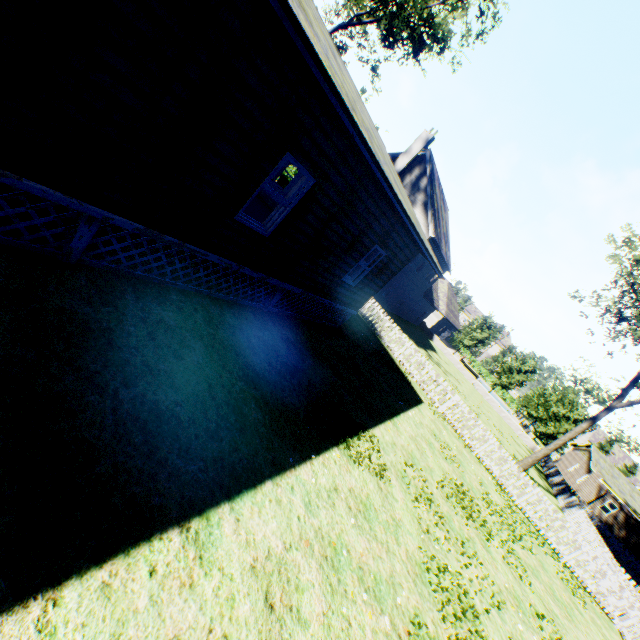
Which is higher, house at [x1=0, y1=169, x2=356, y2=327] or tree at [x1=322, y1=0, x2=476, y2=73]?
tree at [x1=322, y1=0, x2=476, y2=73]

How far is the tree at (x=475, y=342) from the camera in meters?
42.3 m

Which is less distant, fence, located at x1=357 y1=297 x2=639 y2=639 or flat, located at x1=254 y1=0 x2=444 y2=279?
flat, located at x1=254 y1=0 x2=444 y2=279

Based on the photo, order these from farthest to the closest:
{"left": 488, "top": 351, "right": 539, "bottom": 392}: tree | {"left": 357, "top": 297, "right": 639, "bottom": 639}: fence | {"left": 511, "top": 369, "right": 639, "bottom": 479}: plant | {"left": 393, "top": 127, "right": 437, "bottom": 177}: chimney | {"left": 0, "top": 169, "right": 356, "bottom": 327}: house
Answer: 1. {"left": 488, "top": 351, "right": 539, "bottom": 392}: tree
2. {"left": 393, "top": 127, "right": 437, "bottom": 177}: chimney
3. {"left": 511, "top": 369, "right": 639, "bottom": 479}: plant
4. {"left": 357, "top": 297, "right": 639, "bottom": 639}: fence
5. {"left": 0, "top": 169, "right": 356, "bottom": 327}: house

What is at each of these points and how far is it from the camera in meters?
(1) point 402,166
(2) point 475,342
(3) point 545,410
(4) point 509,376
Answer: (1) chimney, 25.4
(2) tree, 42.5
(3) tree, 38.4
(4) tree, 40.7

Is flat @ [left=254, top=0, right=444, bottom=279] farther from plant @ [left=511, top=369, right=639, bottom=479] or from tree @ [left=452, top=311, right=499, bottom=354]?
tree @ [left=452, top=311, right=499, bottom=354]

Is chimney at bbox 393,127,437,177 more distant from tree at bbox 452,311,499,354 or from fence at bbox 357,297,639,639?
tree at bbox 452,311,499,354
